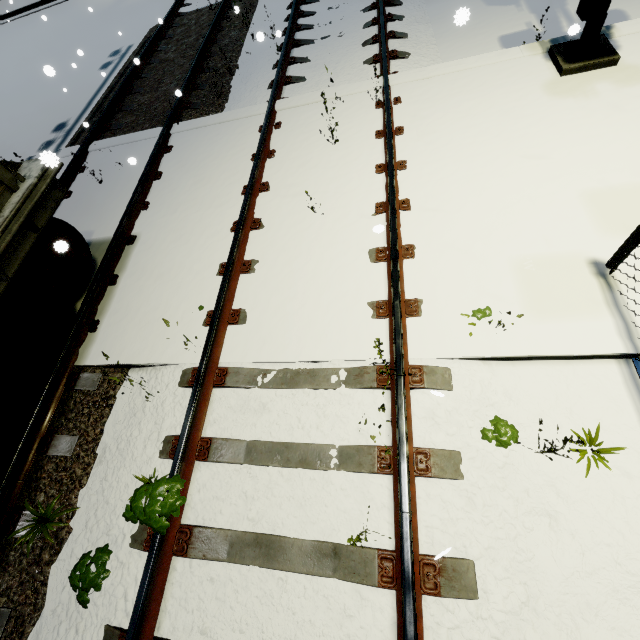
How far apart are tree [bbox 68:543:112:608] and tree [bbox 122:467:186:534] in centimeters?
57cm

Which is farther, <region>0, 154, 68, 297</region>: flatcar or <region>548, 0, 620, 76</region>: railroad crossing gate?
<region>548, 0, 620, 76</region>: railroad crossing gate

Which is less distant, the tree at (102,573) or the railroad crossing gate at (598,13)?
the tree at (102,573)

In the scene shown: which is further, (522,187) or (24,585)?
(522,187)

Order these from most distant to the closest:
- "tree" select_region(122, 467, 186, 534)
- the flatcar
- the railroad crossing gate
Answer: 1. the railroad crossing gate
2. the flatcar
3. "tree" select_region(122, 467, 186, 534)

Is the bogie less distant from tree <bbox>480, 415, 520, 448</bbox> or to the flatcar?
the flatcar

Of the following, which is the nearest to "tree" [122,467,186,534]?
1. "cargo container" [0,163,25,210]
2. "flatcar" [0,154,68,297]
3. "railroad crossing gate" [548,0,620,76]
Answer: "flatcar" [0,154,68,297]

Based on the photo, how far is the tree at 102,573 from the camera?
2.79m
